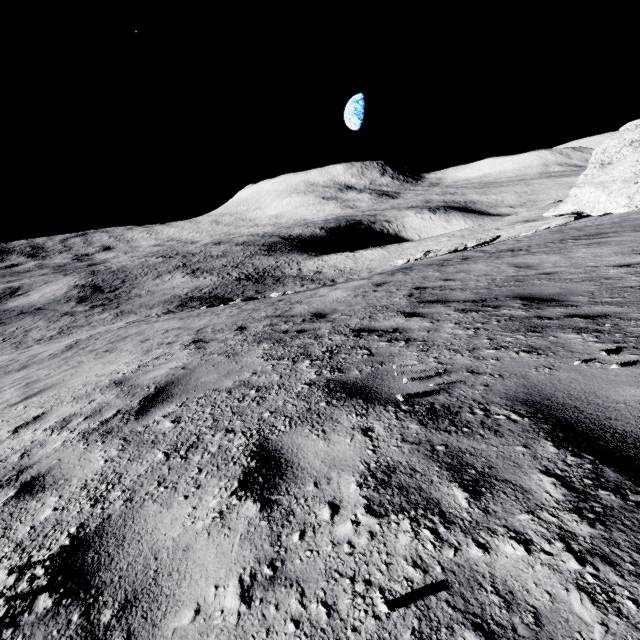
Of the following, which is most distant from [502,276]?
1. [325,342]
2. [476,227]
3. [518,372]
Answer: [476,227]
